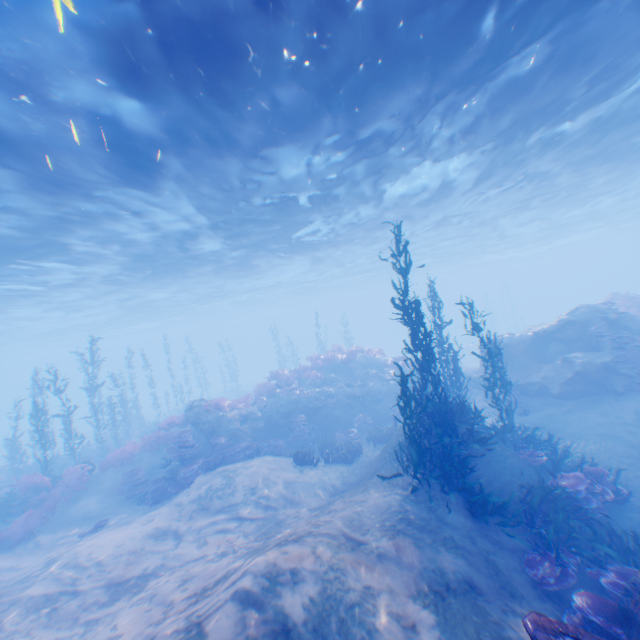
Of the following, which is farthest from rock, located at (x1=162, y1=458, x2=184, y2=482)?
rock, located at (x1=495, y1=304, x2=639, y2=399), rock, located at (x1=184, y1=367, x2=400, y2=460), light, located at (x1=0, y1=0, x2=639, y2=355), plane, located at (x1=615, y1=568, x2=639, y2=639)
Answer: rock, located at (x1=495, y1=304, x2=639, y2=399)

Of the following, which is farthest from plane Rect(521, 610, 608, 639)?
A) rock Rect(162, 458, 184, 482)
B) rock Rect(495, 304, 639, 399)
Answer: rock Rect(162, 458, 184, 482)

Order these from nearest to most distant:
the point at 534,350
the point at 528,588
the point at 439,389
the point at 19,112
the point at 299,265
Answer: the point at 528,588
the point at 19,112
the point at 534,350
the point at 439,389
the point at 299,265

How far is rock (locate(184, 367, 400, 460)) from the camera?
16.4 meters

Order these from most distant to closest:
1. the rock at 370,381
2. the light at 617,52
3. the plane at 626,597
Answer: the rock at 370,381, the light at 617,52, the plane at 626,597

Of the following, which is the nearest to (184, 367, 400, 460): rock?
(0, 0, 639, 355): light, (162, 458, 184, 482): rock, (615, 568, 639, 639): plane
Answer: (162, 458, 184, 482): rock

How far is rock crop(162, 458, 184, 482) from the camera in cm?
1359

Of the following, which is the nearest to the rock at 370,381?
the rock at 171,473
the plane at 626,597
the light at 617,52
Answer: the rock at 171,473
